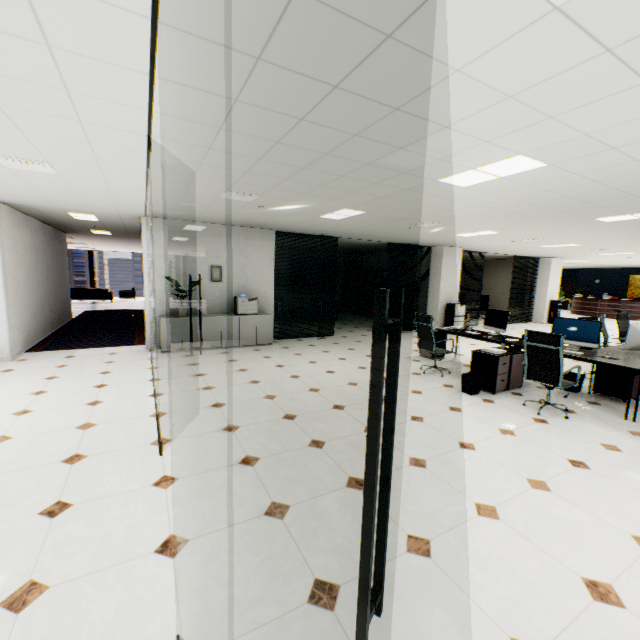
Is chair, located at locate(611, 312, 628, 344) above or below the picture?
below

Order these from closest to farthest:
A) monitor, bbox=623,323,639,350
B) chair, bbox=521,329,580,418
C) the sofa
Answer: chair, bbox=521,329,580,418, monitor, bbox=623,323,639,350, the sofa

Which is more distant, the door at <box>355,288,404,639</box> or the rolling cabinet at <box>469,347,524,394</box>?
the rolling cabinet at <box>469,347,524,394</box>

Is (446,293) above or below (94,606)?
above

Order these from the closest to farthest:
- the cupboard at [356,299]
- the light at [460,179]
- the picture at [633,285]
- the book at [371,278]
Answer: the light at [460,179] < the book at [371,278] < the cupboard at [356,299] < the picture at [633,285]

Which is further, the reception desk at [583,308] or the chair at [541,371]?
the reception desk at [583,308]

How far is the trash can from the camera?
5.1 meters

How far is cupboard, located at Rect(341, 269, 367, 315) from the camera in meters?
15.3 m
